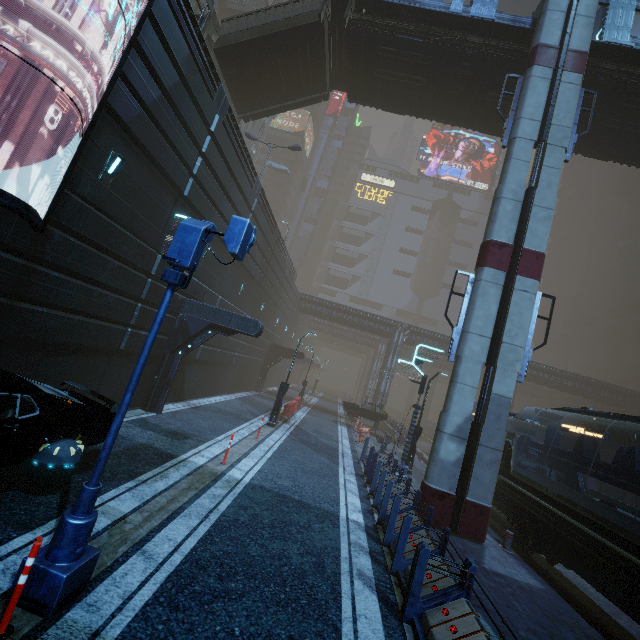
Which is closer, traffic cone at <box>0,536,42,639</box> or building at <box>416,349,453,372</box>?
traffic cone at <box>0,536,42,639</box>

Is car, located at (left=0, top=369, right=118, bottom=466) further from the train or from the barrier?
the barrier

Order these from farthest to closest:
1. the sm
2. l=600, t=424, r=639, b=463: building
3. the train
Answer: l=600, t=424, r=639, b=463: building
the sm
the train

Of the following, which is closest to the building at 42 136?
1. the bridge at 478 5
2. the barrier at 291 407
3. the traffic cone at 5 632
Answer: the barrier at 291 407

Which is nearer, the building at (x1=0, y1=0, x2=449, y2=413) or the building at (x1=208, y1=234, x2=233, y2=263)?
the building at (x1=0, y1=0, x2=449, y2=413)

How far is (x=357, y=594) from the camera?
5.9m

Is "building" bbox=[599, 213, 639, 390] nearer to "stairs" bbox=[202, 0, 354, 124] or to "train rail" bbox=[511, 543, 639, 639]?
"train rail" bbox=[511, 543, 639, 639]

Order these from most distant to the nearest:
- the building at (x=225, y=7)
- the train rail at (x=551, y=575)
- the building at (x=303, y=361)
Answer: the building at (x=225, y=7) < the building at (x=303, y=361) < the train rail at (x=551, y=575)
